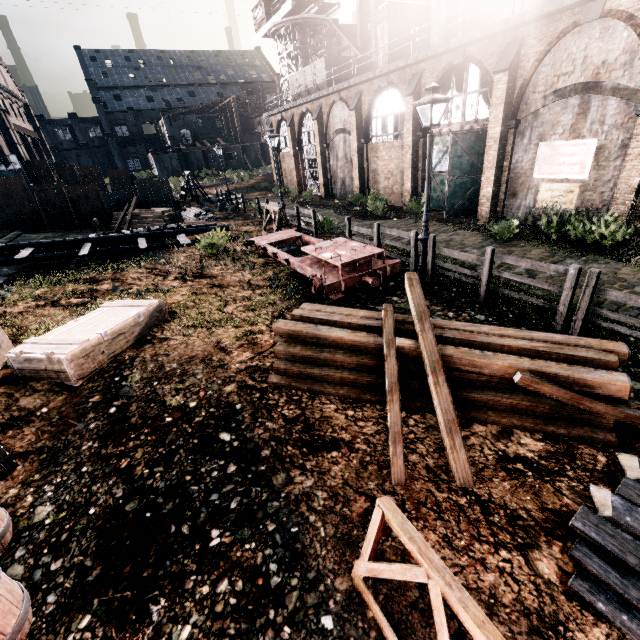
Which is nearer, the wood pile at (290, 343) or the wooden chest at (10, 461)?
the wooden chest at (10, 461)

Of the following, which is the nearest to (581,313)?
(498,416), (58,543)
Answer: (498,416)

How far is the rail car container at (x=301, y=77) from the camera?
28.1m

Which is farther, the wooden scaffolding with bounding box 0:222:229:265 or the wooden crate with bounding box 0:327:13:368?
the wooden scaffolding with bounding box 0:222:229:265

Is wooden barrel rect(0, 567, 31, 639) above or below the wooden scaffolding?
below

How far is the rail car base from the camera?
10.01m

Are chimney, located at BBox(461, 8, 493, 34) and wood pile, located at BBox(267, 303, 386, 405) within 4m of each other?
no

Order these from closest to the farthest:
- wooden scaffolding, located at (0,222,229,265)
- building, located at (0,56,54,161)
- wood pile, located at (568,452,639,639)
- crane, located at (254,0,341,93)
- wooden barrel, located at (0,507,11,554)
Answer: wood pile, located at (568,452,639,639), wooden barrel, located at (0,507,11,554), wooden scaffolding, located at (0,222,229,265), building, located at (0,56,54,161), crane, located at (254,0,341,93)
